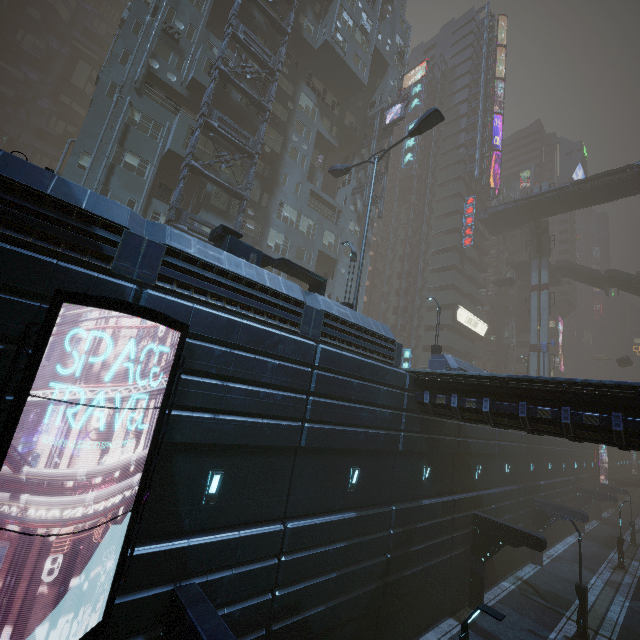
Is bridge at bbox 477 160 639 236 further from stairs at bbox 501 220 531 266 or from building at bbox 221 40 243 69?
building at bbox 221 40 243 69

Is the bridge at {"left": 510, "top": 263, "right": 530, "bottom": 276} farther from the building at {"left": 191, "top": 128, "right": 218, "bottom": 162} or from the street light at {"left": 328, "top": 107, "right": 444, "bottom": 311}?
the street light at {"left": 328, "top": 107, "right": 444, "bottom": 311}

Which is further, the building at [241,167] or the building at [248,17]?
the building at [248,17]

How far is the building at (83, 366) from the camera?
6.75m

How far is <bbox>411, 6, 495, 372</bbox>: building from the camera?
45.4m

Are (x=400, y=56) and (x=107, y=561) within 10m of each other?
no

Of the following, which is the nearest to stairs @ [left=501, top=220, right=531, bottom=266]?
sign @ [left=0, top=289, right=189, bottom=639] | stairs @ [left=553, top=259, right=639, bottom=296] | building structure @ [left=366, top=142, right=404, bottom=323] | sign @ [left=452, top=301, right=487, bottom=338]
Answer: stairs @ [left=553, top=259, right=639, bottom=296]

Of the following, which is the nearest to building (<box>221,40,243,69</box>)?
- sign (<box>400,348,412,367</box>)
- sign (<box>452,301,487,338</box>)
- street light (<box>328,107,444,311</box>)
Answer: sign (<box>452,301,487,338</box>)
